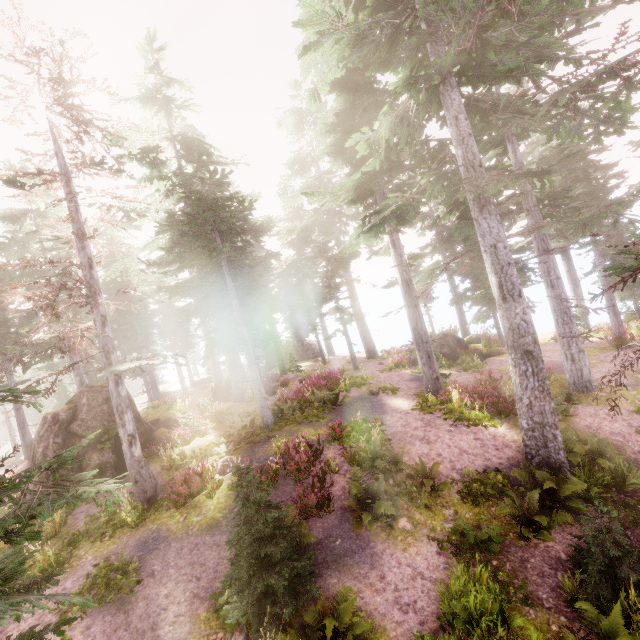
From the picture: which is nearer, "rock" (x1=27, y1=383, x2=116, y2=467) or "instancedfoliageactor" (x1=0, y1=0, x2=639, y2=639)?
"instancedfoliageactor" (x1=0, y1=0, x2=639, y2=639)

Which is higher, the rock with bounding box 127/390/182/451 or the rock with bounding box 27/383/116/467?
the rock with bounding box 27/383/116/467

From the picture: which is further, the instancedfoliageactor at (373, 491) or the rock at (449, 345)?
the rock at (449, 345)

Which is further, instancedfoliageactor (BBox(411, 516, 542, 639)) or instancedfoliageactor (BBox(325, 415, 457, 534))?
instancedfoliageactor (BBox(325, 415, 457, 534))

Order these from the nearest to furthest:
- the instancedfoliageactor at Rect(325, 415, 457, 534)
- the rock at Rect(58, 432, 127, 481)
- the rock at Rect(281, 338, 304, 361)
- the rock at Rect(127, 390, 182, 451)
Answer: the instancedfoliageactor at Rect(325, 415, 457, 534), the rock at Rect(58, 432, 127, 481), the rock at Rect(127, 390, 182, 451), the rock at Rect(281, 338, 304, 361)

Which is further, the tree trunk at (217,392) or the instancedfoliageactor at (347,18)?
the tree trunk at (217,392)

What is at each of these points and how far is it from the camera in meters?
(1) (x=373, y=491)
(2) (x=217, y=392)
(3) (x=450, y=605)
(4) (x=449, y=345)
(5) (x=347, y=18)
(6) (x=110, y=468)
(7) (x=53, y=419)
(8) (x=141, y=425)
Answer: (1) instancedfoliageactor, 10.1 m
(2) tree trunk, 23.8 m
(3) instancedfoliageactor, 7.0 m
(4) rock, 24.3 m
(5) instancedfoliageactor, 9.5 m
(6) rock, 13.9 m
(7) rock, 14.4 m
(8) rock, 15.6 m

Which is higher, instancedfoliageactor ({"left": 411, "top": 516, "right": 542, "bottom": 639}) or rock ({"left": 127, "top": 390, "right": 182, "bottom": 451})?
rock ({"left": 127, "top": 390, "right": 182, "bottom": 451})
